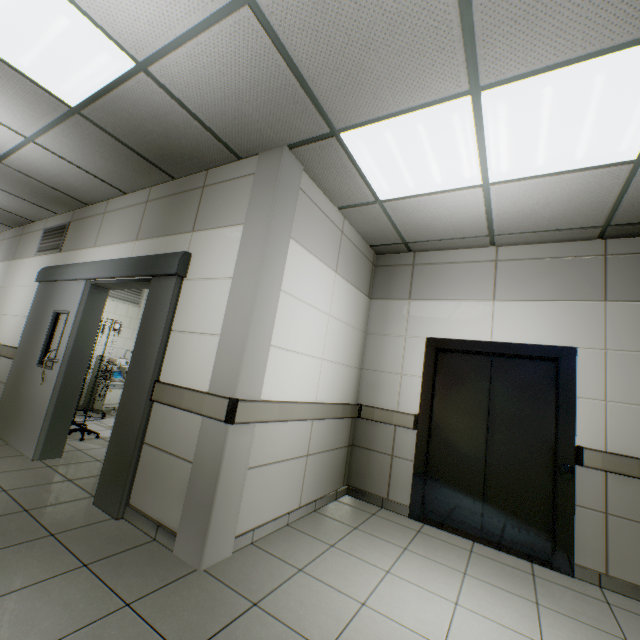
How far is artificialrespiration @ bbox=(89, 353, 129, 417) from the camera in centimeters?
624cm

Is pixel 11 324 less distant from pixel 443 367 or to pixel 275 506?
pixel 275 506

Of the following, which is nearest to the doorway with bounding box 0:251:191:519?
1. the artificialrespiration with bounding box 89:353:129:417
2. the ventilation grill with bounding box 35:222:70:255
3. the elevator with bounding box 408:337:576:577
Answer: the ventilation grill with bounding box 35:222:70:255

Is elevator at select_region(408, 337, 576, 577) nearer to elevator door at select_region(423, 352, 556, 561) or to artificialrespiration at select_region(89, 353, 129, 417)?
elevator door at select_region(423, 352, 556, 561)

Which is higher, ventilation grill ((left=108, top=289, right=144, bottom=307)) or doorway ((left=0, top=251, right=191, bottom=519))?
ventilation grill ((left=108, top=289, right=144, bottom=307))

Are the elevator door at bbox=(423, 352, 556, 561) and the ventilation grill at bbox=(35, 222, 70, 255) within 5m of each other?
no

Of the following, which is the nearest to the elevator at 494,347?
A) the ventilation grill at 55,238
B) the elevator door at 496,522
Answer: the elevator door at 496,522

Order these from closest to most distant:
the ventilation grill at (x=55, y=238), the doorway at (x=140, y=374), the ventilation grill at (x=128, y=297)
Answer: the doorway at (x=140, y=374) < the ventilation grill at (x=55, y=238) < the ventilation grill at (x=128, y=297)
